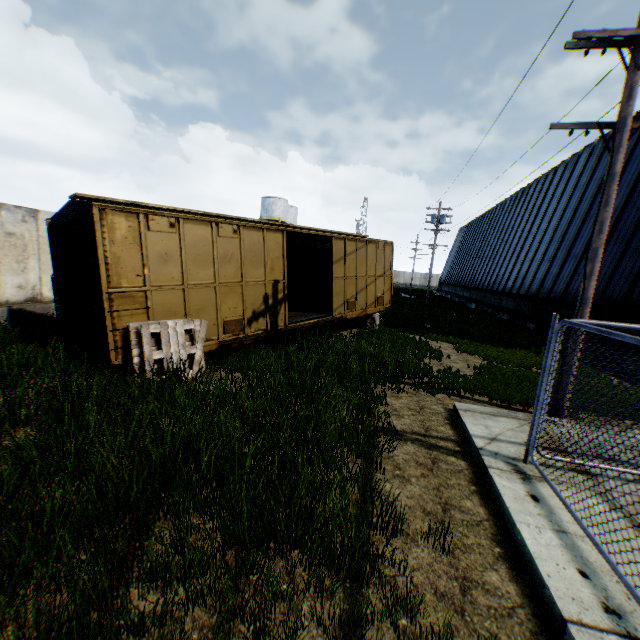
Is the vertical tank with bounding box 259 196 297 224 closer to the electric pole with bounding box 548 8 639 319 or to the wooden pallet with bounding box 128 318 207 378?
the wooden pallet with bounding box 128 318 207 378

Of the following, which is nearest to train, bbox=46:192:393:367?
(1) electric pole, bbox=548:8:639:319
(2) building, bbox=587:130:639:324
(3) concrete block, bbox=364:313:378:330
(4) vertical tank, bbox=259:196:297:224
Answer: (3) concrete block, bbox=364:313:378:330

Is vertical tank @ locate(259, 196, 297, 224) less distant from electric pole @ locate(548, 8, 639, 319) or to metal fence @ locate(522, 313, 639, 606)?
electric pole @ locate(548, 8, 639, 319)

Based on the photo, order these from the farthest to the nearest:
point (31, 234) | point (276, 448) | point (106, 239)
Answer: point (31, 234) < point (106, 239) < point (276, 448)

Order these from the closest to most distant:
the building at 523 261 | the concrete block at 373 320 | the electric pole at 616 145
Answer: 1. the electric pole at 616 145
2. the concrete block at 373 320
3. the building at 523 261

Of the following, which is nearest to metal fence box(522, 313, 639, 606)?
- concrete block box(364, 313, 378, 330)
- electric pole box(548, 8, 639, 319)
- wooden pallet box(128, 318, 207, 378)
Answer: electric pole box(548, 8, 639, 319)

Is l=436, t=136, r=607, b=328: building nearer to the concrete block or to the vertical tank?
the concrete block

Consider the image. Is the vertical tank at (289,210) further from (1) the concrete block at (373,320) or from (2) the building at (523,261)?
(1) the concrete block at (373,320)
